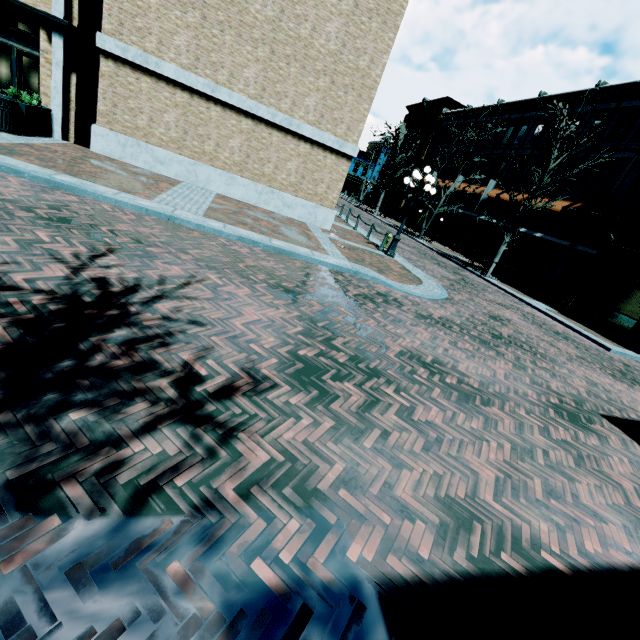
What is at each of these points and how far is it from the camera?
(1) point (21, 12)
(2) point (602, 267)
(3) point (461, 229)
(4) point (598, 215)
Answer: (1) building, 9.6 meters
(2) building, 15.8 meters
(3) building, 32.3 meters
(4) awning, 19.5 meters

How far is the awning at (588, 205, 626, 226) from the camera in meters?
19.1 m

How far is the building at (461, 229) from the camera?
28.2m

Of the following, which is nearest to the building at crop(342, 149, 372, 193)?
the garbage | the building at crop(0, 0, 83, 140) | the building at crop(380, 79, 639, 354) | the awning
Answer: the building at crop(380, 79, 639, 354)

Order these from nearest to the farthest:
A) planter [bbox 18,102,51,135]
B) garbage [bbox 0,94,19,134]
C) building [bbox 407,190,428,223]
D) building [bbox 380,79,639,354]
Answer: garbage [bbox 0,94,19,134], planter [bbox 18,102,51,135], building [bbox 380,79,639,354], building [bbox 407,190,428,223]

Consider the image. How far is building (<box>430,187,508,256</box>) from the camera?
28.2 meters

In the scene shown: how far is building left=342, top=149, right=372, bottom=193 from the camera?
57.08m

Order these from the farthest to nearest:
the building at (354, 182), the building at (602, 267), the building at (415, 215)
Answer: the building at (354, 182)
the building at (415, 215)
the building at (602, 267)
